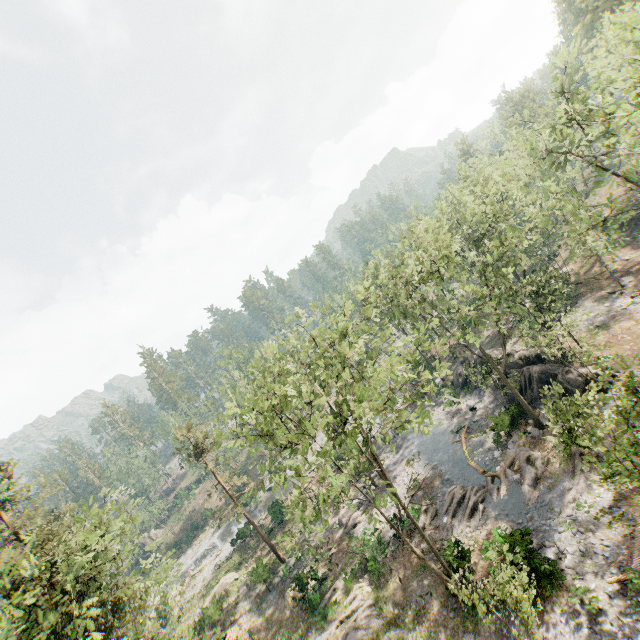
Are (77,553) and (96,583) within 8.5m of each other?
yes

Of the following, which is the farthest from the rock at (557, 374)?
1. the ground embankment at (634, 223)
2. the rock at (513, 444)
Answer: the ground embankment at (634, 223)

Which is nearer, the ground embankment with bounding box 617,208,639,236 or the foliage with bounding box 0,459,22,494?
the foliage with bounding box 0,459,22,494

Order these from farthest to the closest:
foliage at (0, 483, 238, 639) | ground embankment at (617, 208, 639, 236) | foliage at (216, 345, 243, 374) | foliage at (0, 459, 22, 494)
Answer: foliage at (216, 345, 243, 374), ground embankment at (617, 208, 639, 236), foliage at (0, 459, 22, 494), foliage at (0, 483, 238, 639)

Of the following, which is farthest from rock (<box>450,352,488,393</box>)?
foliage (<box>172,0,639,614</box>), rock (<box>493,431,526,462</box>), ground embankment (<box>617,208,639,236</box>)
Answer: ground embankment (<box>617,208,639,236</box>)

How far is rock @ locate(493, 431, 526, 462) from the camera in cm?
2562

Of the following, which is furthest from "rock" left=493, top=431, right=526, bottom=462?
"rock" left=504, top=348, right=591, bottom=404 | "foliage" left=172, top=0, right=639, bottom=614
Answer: "rock" left=504, top=348, right=591, bottom=404

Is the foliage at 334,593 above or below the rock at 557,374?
below
